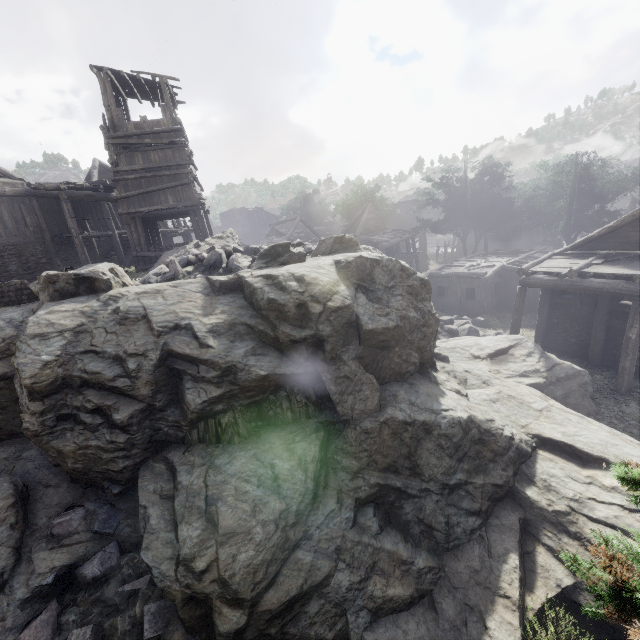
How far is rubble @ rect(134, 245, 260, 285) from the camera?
9.5m

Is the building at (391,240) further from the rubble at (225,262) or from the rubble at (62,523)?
the rubble at (225,262)

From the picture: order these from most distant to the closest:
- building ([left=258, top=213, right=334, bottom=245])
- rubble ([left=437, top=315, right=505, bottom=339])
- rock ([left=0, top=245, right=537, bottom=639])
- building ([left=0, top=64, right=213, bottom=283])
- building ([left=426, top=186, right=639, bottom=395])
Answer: building ([left=258, top=213, right=334, bottom=245])
rubble ([left=437, top=315, right=505, bottom=339])
building ([left=0, top=64, right=213, bottom=283])
building ([left=426, top=186, right=639, bottom=395])
rock ([left=0, top=245, right=537, bottom=639])

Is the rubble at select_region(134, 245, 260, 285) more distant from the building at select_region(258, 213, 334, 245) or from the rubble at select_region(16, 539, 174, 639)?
the rubble at select_region(16, 539, 174, 639)

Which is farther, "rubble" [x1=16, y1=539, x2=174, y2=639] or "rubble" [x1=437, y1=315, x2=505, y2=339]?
"rubble" [x1=437, y1=315, x2=505, y2=339]

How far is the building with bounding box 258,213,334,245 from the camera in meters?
37.5

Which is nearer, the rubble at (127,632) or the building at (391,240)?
the rubble at (127,632)

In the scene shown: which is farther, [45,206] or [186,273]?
[45,206]
